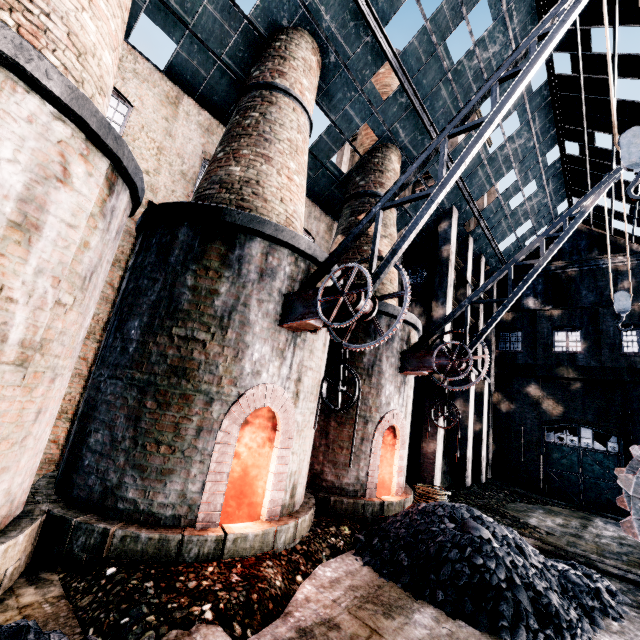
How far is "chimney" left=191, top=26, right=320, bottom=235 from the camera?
9.1 meters

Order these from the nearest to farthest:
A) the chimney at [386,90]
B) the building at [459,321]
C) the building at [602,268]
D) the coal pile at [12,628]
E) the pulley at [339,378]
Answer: the coal pile at [12,628] < the pulley at [339,378] < the chimney at [386,90] < the building at [459,321] < the building at [602,268]

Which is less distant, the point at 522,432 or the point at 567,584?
the point at 567,584

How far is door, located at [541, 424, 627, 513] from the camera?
20.55m

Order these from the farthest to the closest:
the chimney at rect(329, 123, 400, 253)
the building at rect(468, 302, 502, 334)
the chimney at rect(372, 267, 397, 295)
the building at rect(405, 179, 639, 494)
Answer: the building at rect(468, 302, 502, 334) < the building at rect(405, 179, 639, 494) < the chimney at rect(329, 123, 400, 253) < the chimney at rect(372, 267, 397, 295)

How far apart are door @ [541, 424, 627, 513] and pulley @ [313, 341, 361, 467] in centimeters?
2375cm

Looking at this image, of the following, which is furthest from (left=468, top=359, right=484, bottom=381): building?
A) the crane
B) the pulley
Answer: the pulley

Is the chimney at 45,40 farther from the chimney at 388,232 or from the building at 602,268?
the chimney at 388,232
